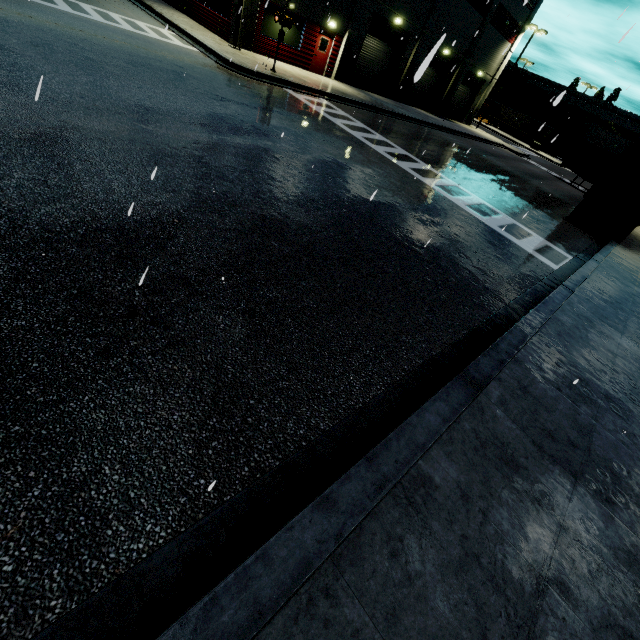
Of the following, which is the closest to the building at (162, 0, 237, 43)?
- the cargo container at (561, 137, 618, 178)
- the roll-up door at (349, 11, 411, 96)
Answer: the roll-up door at (349, 11, 411, 96)

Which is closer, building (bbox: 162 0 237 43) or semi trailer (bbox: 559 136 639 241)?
semi trailer (bbox: 559 136 639 241)

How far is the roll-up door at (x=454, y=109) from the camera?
34.38m

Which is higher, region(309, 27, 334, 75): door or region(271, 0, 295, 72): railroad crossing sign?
region(271, 0, 295, 72): railroad crossing sign

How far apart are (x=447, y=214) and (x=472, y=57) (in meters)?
33.47

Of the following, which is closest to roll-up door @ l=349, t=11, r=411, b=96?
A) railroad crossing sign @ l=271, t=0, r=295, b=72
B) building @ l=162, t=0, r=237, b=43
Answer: building @ l=162, t=0, r=237, b=43

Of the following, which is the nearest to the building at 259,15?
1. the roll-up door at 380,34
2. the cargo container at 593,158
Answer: the roll-up door at 380,34

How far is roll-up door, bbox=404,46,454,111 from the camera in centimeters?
125cm
